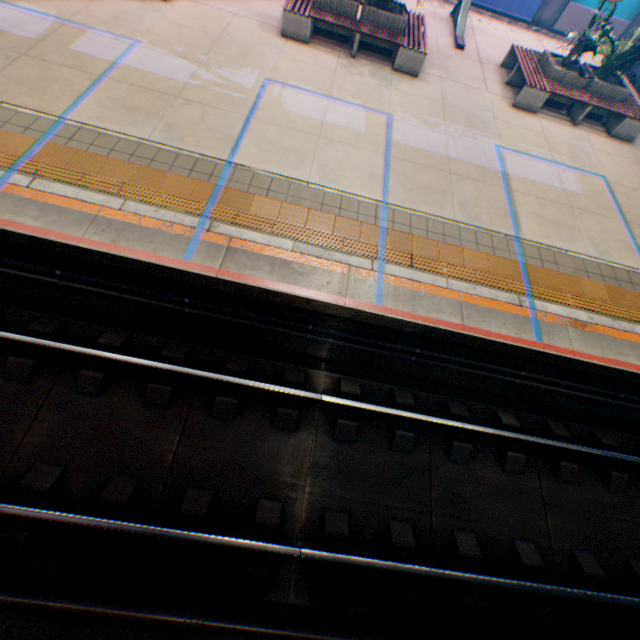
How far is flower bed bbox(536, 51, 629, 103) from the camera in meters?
9.1

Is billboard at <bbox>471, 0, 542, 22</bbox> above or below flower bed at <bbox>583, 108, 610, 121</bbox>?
above

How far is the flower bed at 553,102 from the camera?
9.6m

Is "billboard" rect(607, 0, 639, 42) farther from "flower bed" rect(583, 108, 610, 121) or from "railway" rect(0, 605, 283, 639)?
"railway" rect(0, 605, 283, 639)

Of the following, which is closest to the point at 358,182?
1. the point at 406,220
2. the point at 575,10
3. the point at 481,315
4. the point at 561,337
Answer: the point at 406,220

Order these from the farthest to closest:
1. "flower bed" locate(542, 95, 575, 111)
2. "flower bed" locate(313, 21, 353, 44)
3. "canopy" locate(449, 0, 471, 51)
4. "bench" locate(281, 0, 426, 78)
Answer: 1. "canopy" locate(449, 0, 471, 51)
2. "flower bed" locate(542, 95, 575, 111)
3. "flower bed" locate(313, 21, 353, 44)
4. "bench" locate(281, 0, 426, 78)

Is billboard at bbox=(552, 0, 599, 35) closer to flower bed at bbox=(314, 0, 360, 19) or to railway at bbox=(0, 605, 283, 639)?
flower bed at bbox=(314, 0, 360, 19)
